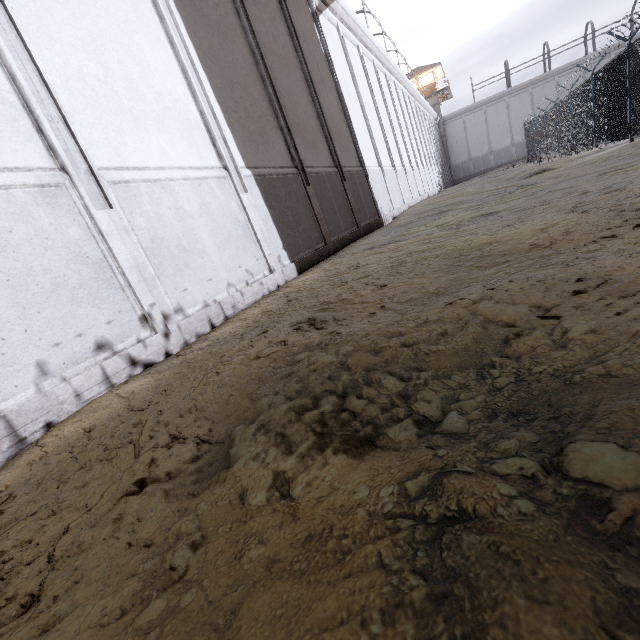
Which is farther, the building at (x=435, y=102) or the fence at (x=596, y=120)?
the building at (x=435, y=102)

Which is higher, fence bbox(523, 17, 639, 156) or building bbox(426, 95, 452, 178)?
building bbox(426, 95, 452, 178)

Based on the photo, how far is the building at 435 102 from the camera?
42.1 meters

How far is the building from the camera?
42.1 meters

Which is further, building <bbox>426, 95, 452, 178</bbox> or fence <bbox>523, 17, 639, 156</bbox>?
building <bbox>426, 95, 452, 178</bbox>

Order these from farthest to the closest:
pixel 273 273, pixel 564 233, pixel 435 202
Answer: pixel 435 202, pixel 273 273, pixel 564 233
